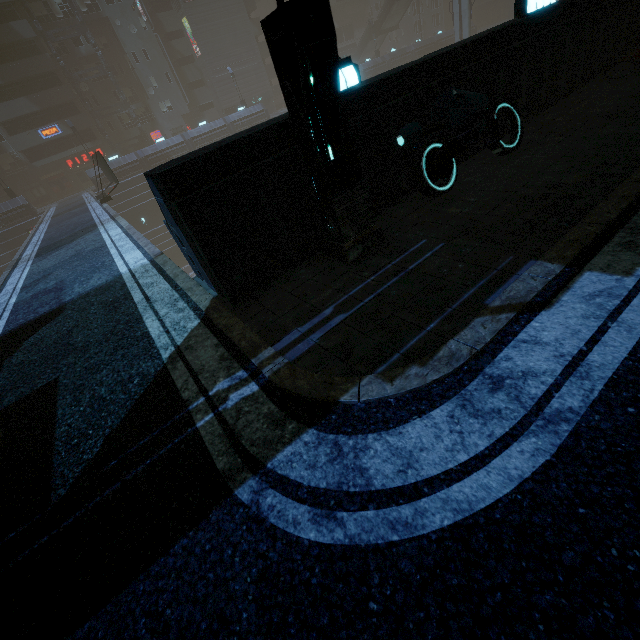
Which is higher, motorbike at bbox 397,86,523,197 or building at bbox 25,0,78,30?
building at bbox 25,0,78,30

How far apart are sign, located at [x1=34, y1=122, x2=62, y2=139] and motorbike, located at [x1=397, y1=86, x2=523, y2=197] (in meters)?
51.45

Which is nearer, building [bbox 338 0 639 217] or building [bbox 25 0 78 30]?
building [bbox 338 0 639 217]

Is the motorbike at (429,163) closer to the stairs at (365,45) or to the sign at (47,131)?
the sign at (47,131)

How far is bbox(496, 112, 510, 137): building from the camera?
7.1 meters

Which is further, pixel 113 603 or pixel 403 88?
pixel 403 88

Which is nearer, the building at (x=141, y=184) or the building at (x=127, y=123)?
the building at (x=141, y=184)

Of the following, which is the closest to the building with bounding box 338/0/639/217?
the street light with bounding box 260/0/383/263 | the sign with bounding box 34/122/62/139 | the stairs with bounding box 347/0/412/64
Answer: the sign with bounding box 34/122/62/139
